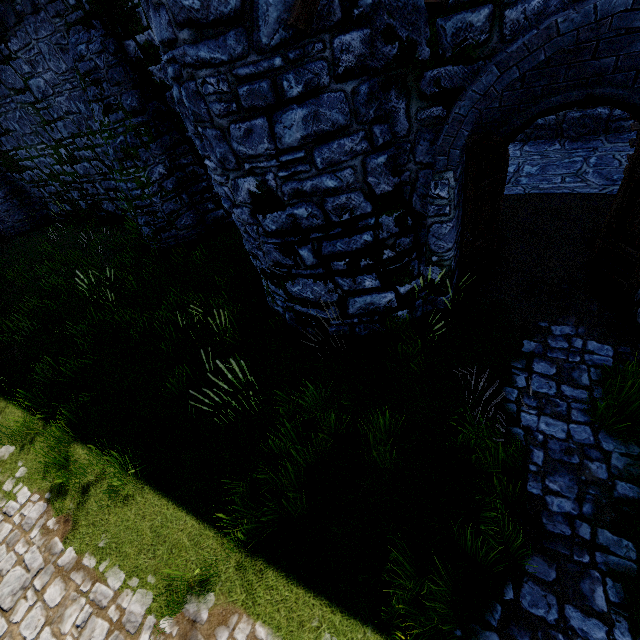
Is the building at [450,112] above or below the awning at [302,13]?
below

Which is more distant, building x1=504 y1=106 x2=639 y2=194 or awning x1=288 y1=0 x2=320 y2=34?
building x1=504 y1=106 x2=639 y2=194

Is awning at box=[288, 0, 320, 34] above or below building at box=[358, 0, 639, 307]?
above

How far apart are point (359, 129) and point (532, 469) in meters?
5.1

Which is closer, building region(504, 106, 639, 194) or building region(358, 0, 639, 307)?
building region(358, 0, 639, 307)

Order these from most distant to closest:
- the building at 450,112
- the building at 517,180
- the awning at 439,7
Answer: the building at 517,180 < the building at 450,112 < the awning at 439,7
